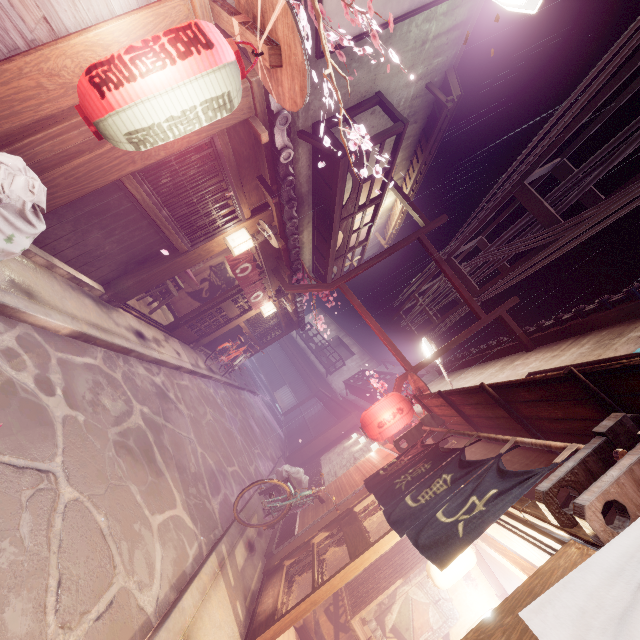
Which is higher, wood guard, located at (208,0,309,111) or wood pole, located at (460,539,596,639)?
wood guard, located at (208,0,309,111)

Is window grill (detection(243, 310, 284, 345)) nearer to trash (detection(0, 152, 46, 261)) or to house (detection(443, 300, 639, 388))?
house (detection(443, 300, 639, 388))

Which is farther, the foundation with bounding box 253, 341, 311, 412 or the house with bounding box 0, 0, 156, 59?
the foundation with bounding box 253, 341, 311, 412

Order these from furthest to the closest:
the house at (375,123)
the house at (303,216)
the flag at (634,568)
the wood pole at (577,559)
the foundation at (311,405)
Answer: the foundation at (311,405), the house at (375,123), the house at (303,216), the wood pole at (577,559), the flag at (634,568)

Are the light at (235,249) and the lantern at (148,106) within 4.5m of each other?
no

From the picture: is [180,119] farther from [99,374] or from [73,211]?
[99,374]

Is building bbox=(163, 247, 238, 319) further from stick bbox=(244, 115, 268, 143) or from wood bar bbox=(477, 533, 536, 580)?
wood bar bbox=(477, 533, 536, 580)

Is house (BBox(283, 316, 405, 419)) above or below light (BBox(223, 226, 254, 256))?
above
